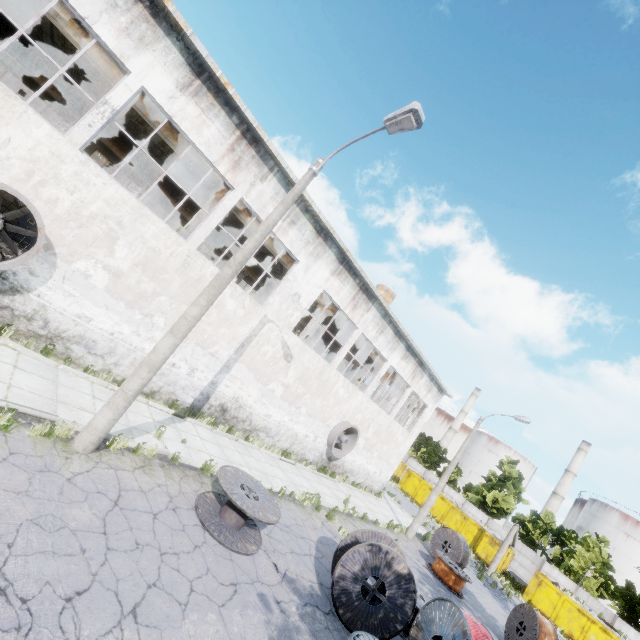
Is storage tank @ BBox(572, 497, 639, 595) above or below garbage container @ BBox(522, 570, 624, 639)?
above

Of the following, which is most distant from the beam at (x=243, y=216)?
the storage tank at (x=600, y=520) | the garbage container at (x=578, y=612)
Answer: the storage tank at (x=600, y=520)

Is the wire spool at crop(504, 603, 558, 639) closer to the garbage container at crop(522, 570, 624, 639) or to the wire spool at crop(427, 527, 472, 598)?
the wire spool at crop(427, 527, 472, 598)

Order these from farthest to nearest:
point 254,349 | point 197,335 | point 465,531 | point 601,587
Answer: point 465,531 → point 601,587 → point 254,349 → point 197,335

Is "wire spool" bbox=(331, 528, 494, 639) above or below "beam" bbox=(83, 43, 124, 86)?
below

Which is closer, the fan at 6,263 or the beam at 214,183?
the fan at 6,263

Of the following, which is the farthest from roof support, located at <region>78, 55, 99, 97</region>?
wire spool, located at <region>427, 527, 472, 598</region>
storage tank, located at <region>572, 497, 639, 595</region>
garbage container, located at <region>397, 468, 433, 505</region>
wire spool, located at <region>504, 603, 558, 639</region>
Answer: storage tank, located at <region>572, 497, 639, 595</region>

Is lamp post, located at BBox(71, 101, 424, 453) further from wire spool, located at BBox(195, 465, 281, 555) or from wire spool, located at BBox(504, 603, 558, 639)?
wire spool, located at BBox(504, 603, 558, 639)
